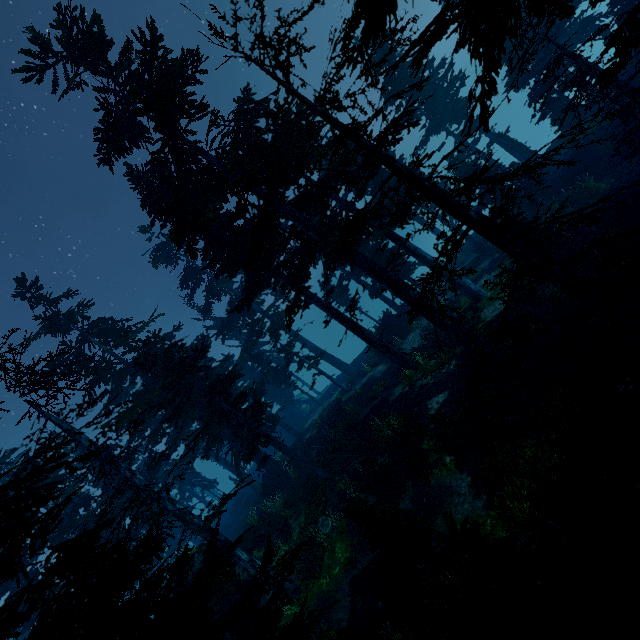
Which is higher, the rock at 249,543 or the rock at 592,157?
the rock at 249,543

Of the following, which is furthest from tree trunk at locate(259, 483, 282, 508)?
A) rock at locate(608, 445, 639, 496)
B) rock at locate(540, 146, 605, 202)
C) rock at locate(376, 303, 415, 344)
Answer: rock at locate(540, 146, 605, 202)

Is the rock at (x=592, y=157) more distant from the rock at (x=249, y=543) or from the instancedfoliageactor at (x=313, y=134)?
the rock at (x=249, y=543)

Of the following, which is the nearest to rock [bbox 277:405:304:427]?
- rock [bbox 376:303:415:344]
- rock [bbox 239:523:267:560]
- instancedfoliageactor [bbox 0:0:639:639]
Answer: instancedfoliageactor [bbox 0:0:639:639]

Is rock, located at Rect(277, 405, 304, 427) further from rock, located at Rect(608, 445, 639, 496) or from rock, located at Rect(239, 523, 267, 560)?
rock, located at Rect(608, 445, 639, 496)

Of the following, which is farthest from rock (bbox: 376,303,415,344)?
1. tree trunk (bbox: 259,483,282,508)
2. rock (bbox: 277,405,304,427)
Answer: rock (bbox: 277,405,304,427)

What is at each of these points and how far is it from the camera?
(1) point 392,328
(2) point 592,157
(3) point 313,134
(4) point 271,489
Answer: (1) rock, 29.4m
(2) rock, 21.7m
(3) instancedfoliageactor, 6.7m
(4) tree trunk, 25.8m

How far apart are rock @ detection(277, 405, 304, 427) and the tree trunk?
17.6m
